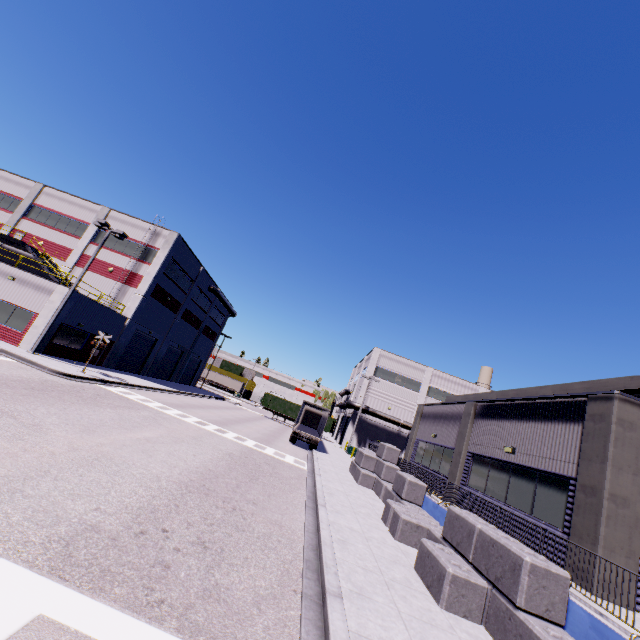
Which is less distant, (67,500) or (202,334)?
(67,500)

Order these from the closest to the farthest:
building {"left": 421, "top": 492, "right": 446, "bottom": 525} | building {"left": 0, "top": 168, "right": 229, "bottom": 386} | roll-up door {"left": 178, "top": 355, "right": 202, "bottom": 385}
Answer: building {"left": 421, "top": 492, "right": 446, "bottom": 525} < building {"left": 0, "top": 168, "right": 229, "bottom": 386} < roll-up door {"left": 178, "top": 355, "right": 202, "bottom": 385}

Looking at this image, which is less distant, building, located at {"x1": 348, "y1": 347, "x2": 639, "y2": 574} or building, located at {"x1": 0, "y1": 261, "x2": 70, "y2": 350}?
building, located at {"x1": 348, "y1": 347, "x2": 639, "y2": 574}

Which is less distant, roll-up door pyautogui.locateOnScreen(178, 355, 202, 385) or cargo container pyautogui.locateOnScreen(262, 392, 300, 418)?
roll-up door pyautogui.locateOnScreen(178, 355, 202, 385)

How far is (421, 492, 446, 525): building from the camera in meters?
12.5

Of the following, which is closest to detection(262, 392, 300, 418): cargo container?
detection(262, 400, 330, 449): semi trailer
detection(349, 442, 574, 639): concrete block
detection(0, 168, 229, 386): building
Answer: detection(262, 400, 330, 449): semi trailer

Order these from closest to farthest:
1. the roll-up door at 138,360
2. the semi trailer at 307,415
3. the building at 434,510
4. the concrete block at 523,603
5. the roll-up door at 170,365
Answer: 1. the concrete block at 523,603
2. the building at 434,510
3. the semi trailer at 307,415
4. the roll-up door at 138,360
5. the roll-up door at 170,365

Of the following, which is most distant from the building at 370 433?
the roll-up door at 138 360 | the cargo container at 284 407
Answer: the cargo container at 284 407
